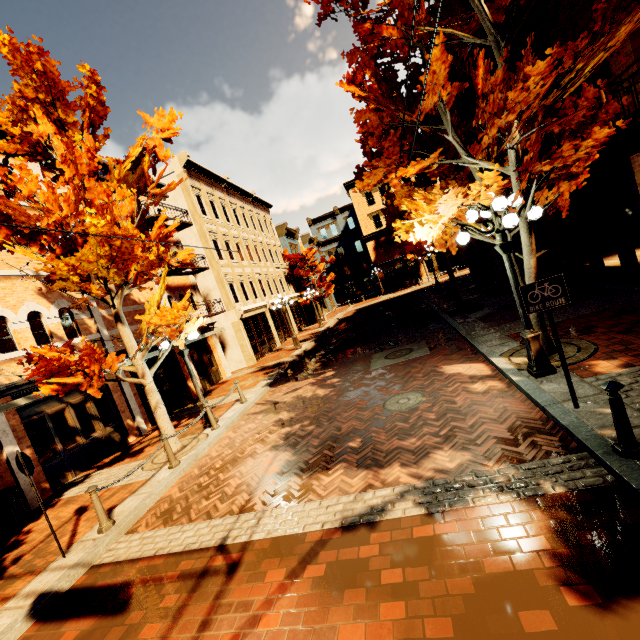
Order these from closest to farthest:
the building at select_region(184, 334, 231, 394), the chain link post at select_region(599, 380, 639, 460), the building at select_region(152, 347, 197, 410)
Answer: the chain link post at select_region(599, 380, 639, 460), the building at select_region(152, 347, 197, 410), the building at select_region(184, 334, 231, 394)

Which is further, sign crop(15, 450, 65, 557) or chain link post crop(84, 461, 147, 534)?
A: chain link post crop(84, 461, 147, 534)

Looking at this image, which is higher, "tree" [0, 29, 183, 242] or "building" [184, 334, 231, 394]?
"tree" [0, 29, 183, 242]

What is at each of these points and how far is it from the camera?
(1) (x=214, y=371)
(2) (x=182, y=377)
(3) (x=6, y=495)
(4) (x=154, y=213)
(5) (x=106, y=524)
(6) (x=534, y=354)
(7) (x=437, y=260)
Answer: (1) building, 18.5 meters
(2) building, 15.9 meters
(3) garbage, 7.7 meters
(4) building, 17.5 meters
(5) chain link post, 6.1 meters
(6) light, 6.1 meters
(7) building, 40.2 meters

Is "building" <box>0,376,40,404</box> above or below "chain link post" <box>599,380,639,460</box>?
above

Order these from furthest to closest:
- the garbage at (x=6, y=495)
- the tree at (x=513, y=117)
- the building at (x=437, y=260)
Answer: the building at (x=437, y=260) → the garbage at (x=6, y=495) → the tree at (x=513, y=117)

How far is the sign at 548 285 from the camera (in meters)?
4.54

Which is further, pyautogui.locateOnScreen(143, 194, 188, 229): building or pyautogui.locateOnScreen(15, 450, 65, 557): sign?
pyautogui.locateOnScreen(143, 194, 188, 229): building
